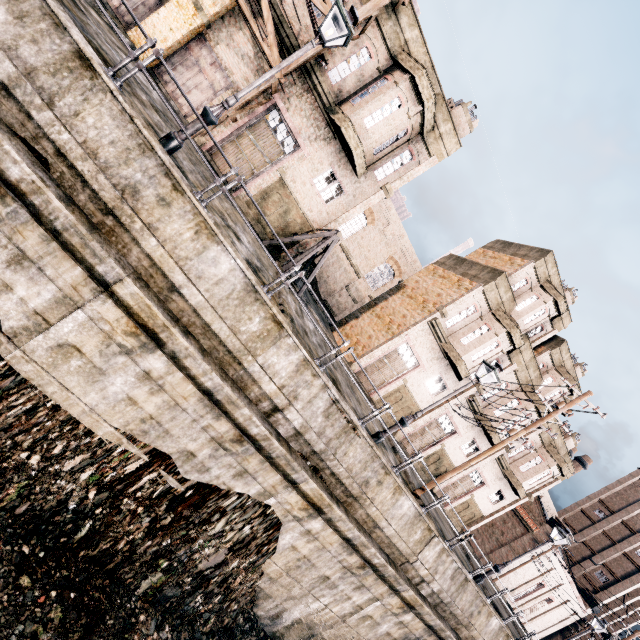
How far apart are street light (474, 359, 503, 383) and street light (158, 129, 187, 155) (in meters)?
11.34

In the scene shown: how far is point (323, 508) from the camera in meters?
11.4 m

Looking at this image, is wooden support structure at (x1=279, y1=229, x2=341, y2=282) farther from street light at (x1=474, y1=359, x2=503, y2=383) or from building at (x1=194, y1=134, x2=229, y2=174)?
street light at (x1=474, y1=359, x2=503, y2=383)

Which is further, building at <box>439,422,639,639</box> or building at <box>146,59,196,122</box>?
building at <box>439,422,639,639</box>

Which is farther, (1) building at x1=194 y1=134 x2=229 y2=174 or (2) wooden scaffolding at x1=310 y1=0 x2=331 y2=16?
(1) building at x1=194 y1=134 x2=229 y2=174

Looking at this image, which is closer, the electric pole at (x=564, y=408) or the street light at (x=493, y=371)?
the street light at (x=493, y=371)

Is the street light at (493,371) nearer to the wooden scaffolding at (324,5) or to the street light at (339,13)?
the street light at (339,13)
